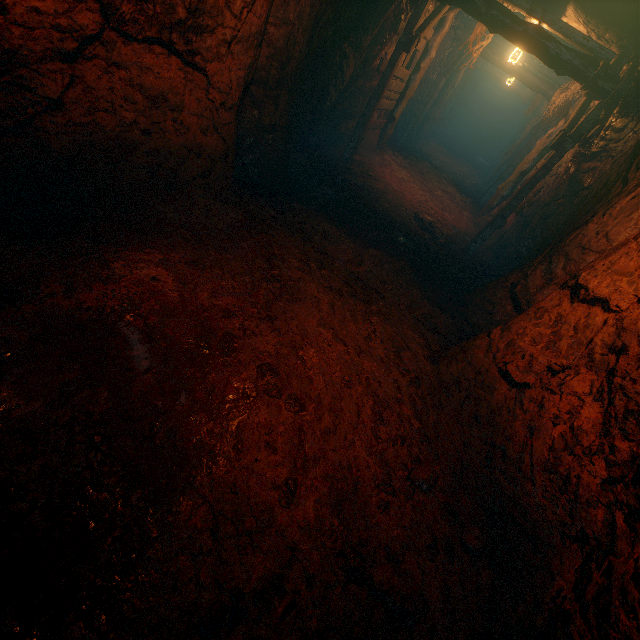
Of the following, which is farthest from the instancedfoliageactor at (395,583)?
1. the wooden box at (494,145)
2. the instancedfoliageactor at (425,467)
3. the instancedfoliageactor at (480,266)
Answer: the wooden box at (494,145)

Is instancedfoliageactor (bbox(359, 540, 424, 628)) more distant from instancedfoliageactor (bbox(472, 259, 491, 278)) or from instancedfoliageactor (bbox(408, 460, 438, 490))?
instancedfoliageactor (bbox(472, 259, 491, 278))

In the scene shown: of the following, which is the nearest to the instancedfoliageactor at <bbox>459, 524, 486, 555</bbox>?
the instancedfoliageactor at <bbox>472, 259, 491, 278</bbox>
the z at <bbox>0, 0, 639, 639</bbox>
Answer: the z at <bbox>0, 0, 639, 639</bbox>

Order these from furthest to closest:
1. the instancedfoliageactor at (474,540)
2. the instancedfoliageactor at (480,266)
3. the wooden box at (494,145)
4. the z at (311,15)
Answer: the wooden box at (494,145)
the instancedfoliageactor at (480,266)
the instancedfoliageactor at (474,540)
the z at (311,15)

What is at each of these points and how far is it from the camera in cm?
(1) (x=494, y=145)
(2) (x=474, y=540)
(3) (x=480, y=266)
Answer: (1) wooden box, 2442
(2) instancedfoliageactor, 288
(3) instancedfoliageactor, 788

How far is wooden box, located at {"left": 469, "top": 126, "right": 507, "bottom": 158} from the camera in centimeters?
2403cm

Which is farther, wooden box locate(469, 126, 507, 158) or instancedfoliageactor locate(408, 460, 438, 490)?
wooden box locate(469, 126, 507, 158)

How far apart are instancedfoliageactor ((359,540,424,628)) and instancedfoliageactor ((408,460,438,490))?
0.6m
